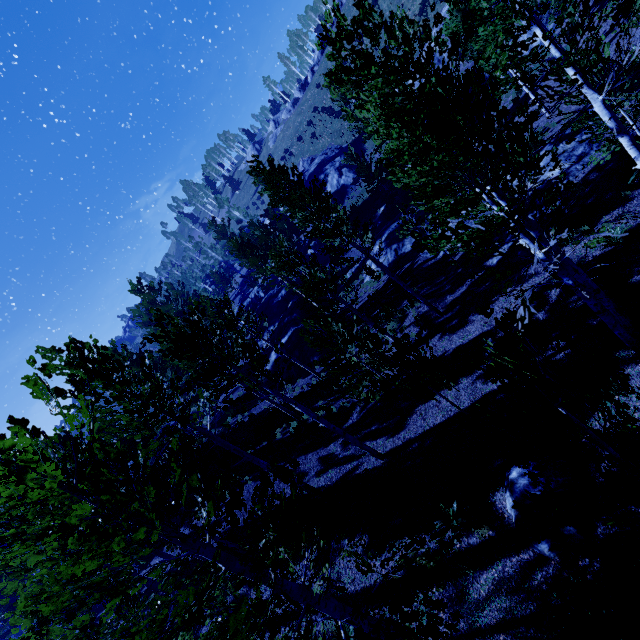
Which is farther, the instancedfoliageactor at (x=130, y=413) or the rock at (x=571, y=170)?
the rock at (x=571, y=170)

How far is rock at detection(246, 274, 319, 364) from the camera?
23.1 meters

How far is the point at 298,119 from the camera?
59.8m

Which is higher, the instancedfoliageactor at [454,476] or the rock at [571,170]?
the instancedfoliageactor at [454,476]

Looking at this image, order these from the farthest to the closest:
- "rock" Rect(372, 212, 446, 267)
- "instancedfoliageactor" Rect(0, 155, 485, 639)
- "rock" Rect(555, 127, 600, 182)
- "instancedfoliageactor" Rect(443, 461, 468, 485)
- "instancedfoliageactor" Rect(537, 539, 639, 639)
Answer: "rock" Rect(372, 212, 446, 267) < "rock" Rect(555, 127, 600, 182) < "instancedfoliageactor" Rect(443, 461, 468, 485) < "instancedfoliageactor" Rect(537, 539, 639, 639) < "instancedfoliageactor" Rect(0, 155, 485, 639)

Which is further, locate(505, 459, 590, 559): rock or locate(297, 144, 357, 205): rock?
locate(297, 144, 357, 205): rock

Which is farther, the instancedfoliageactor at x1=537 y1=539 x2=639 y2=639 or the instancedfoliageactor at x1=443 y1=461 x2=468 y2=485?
the instancedfoliageactor at x1=443 y1=461 x2=468 y2=485

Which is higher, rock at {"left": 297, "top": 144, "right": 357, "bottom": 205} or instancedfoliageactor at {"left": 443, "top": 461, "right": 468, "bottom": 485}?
rock at {"left": 297, "top": 144, "right": 357, "bottom": 205}
